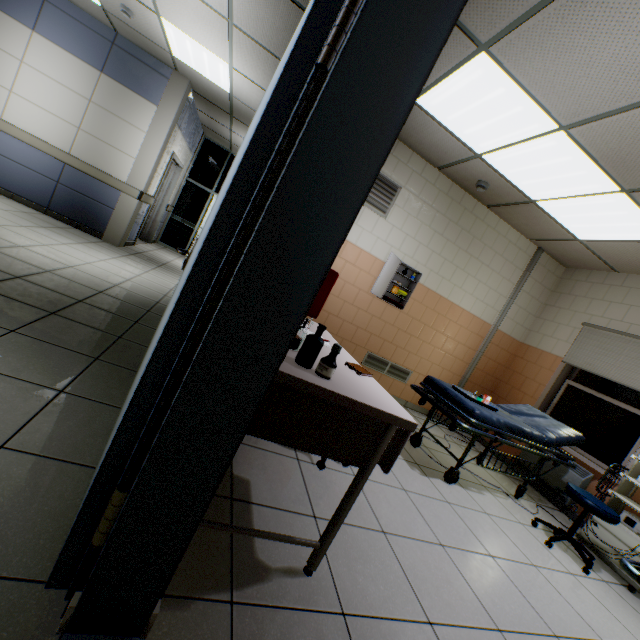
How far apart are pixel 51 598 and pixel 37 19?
7.8 meters

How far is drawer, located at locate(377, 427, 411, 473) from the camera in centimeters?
142cm

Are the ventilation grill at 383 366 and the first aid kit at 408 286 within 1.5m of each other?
yes

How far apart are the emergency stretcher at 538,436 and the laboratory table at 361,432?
1.38m

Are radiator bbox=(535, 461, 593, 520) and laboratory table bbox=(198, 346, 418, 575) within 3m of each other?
no

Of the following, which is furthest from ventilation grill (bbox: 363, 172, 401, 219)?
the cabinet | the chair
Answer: the chair

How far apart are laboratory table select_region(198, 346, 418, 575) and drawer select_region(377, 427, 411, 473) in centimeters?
1cm

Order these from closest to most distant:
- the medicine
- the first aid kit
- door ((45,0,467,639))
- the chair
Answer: door ((45,0,467,639)) → the medicine → the chair → the first aid kit
